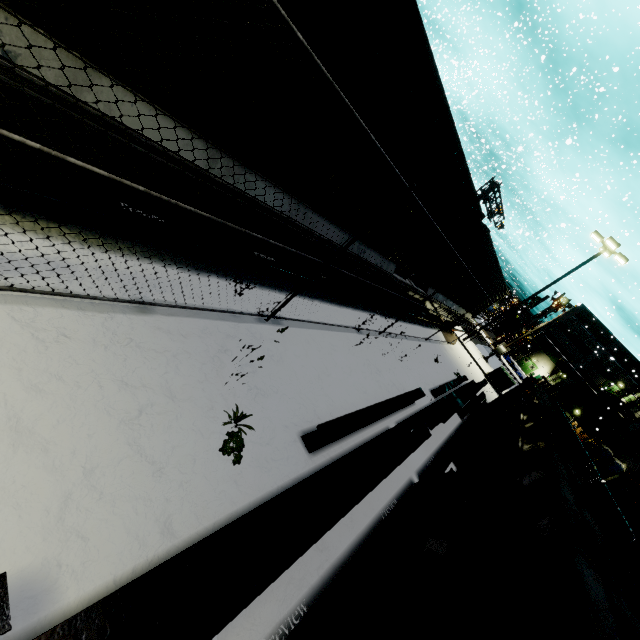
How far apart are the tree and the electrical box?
20.83m

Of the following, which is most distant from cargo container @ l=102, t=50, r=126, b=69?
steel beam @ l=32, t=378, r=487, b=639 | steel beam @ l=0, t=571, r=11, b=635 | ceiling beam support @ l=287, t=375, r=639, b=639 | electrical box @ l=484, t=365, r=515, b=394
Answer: ceiling beam support @ l=287, t=375, r=639, b=639

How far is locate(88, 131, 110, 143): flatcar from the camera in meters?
2.8

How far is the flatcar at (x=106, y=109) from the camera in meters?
2.6 m

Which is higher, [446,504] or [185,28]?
[185,28]

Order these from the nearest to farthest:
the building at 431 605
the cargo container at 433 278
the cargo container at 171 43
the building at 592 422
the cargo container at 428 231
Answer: the cargo container at 171 43
the building at 431 605
the cargo container at 428 231
the building at 592 422
the cargo container at 433 278

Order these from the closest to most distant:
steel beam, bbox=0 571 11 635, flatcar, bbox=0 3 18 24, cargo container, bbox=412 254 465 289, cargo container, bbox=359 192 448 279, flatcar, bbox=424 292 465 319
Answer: steel beam, bbox=0 571 11 635 < flatcar, bbox=0 3 18 24 < cargo container, bbox=359 192 448 279 < cargo container, bbox=412 254 465 289 < flatcar, bbox=424 292 465 319

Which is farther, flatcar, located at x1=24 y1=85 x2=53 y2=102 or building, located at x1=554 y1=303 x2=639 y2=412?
building, located at x1=554 y1=303 x2=639 y2=412
